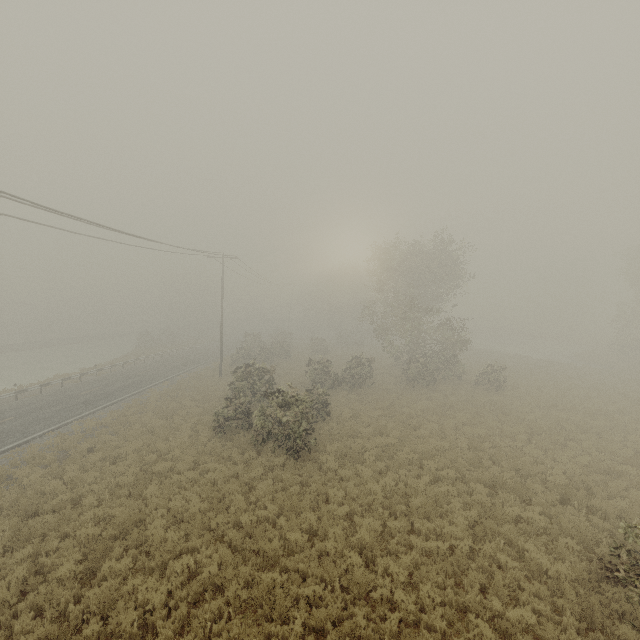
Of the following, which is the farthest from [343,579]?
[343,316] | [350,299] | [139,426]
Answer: [350,299]
